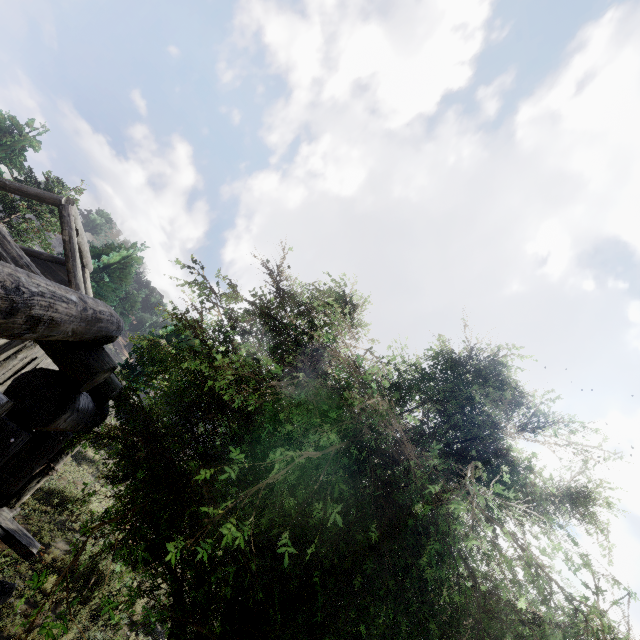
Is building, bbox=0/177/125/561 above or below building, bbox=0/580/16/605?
above

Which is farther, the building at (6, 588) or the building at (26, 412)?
the building at (6, 588)

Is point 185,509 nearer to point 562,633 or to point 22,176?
point 562,633

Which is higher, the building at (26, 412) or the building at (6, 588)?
the building at (26, 412)

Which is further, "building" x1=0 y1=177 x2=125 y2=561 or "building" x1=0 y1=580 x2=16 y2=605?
"building" x1=0 y1=580 x2=16 y2=605
